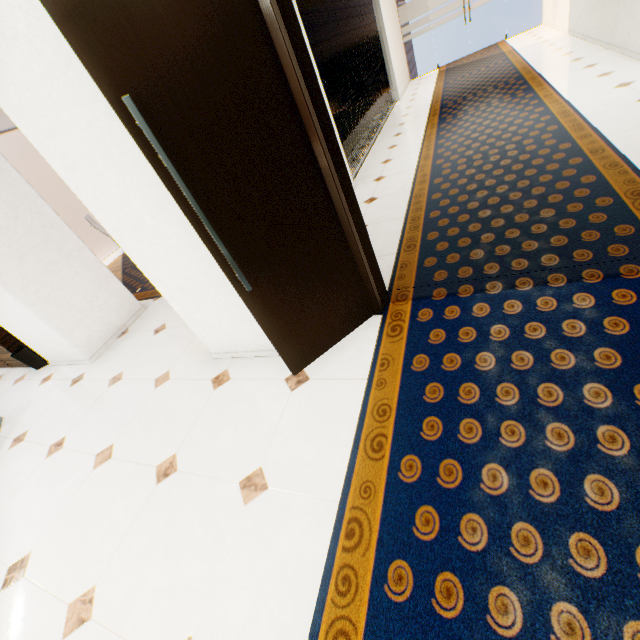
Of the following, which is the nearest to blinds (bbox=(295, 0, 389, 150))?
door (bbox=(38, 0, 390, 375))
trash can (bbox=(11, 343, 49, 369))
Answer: door (bbox=(38, 0, 390, 375))

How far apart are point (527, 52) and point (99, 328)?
10.34m

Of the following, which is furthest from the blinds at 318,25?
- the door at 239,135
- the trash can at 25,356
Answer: the trash can at 25,356

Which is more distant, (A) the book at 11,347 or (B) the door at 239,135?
(A) the book at 11,347

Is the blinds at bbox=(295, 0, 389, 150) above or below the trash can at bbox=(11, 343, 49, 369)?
above

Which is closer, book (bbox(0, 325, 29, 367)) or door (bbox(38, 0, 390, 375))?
door (bbox(38, 0, 390, 375))

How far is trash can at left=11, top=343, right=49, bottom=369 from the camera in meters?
4.2

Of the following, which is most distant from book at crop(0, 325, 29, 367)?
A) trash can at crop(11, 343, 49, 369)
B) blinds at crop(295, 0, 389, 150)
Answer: blinds at crop(295, 0, 389, 150)
